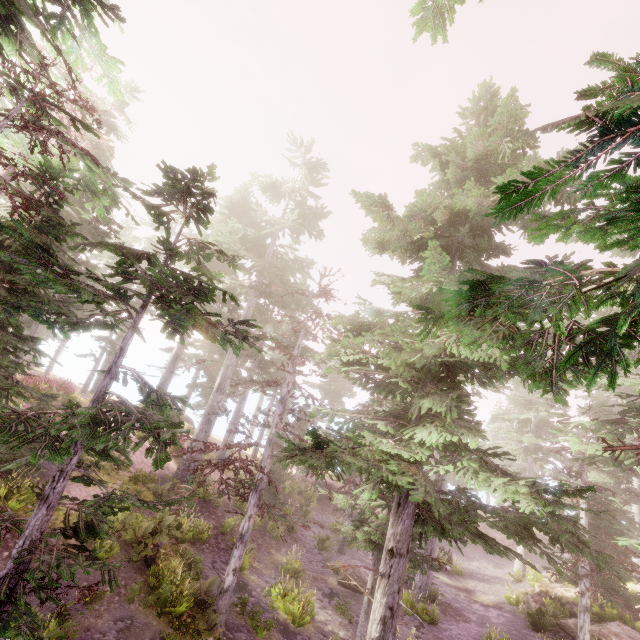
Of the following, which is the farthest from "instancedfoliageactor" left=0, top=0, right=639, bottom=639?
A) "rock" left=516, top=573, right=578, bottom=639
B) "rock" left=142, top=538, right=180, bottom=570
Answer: "rock" left=142, top=538, right=180, bottom=570

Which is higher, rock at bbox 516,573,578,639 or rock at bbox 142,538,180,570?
rock at bbox 516,573,578,639

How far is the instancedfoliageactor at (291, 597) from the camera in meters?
13.0 m

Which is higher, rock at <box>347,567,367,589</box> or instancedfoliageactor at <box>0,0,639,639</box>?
instancedfoliageactor at <box>0,0,639,639</box>

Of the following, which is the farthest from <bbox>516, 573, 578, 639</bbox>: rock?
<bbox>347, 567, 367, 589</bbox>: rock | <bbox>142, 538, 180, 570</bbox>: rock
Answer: <bbox>142, 538, 180, 570</bbox>: rock

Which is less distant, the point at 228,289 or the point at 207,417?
the point at 207,417

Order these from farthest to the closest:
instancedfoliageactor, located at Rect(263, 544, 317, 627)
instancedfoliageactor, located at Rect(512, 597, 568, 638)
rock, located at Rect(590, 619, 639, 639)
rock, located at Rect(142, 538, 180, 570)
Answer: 1. instancedfoliageactor, located at Rect(512, 597, 568, 638)
2. rock, located at Rect(590, 619, 639, 639)
3. instancedfoliageactor, located at Rect(263, 544, 317, 627)
4. rock, located at Rect(142, 538, 180, 570)

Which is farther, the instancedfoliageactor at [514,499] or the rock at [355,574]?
the rock at [355,574]
